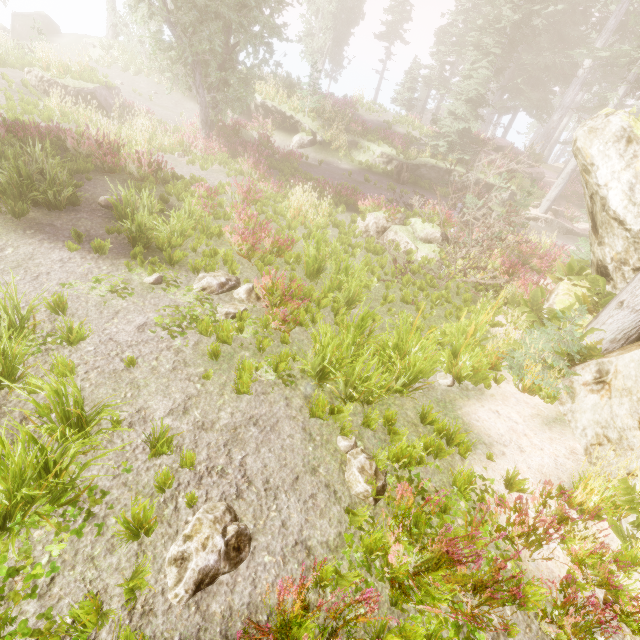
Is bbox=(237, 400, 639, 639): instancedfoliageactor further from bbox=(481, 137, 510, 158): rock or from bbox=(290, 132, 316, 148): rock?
bbox=(290, 132, 316, 148): rock

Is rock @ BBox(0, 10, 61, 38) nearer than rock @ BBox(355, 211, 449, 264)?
No

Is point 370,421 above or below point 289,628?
below

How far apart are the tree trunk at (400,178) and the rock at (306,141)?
5.54m

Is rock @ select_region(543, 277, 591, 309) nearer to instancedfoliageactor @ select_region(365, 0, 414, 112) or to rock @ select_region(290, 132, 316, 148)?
instancedfoliageactor @ select_region(365, 0, 414, 112)

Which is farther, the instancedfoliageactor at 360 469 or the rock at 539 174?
the rock at 539 174

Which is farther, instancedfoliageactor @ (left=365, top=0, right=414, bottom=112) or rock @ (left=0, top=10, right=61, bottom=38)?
instancedfoliageactor @ (left=365, top=0, right=414, bottom=112)

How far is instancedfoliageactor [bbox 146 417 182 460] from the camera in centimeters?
348cm
